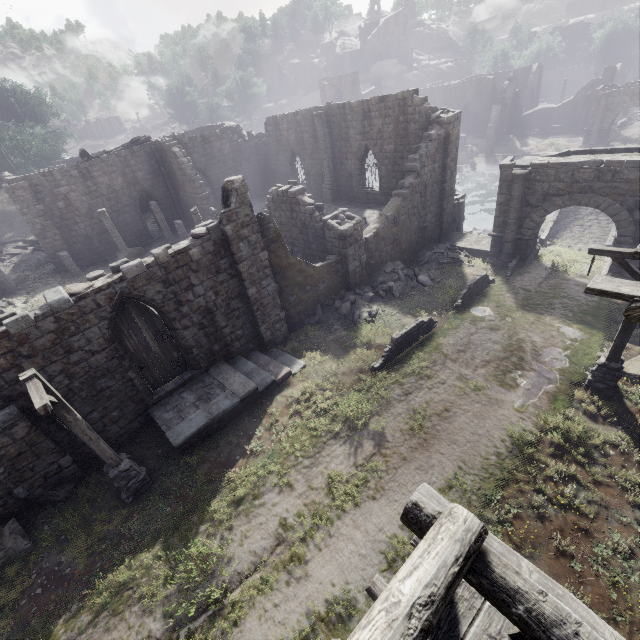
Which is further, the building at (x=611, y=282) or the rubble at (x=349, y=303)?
the rubble at (x=349, y=303)

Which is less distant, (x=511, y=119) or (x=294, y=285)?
(x=294, y=285)

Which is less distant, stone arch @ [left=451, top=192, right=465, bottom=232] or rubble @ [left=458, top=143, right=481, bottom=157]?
stone arch @ [left=451, top=192, right=465, bottom=232]

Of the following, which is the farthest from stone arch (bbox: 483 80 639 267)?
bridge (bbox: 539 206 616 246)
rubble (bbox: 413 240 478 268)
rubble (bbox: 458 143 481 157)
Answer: rubble (bbox: 458 143 481 157)

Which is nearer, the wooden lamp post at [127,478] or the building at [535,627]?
the building at [535,627]

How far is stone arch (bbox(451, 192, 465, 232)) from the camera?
22.7 meters

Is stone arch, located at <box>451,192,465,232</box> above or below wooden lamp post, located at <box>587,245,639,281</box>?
below

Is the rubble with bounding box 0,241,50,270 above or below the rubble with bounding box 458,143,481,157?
above
